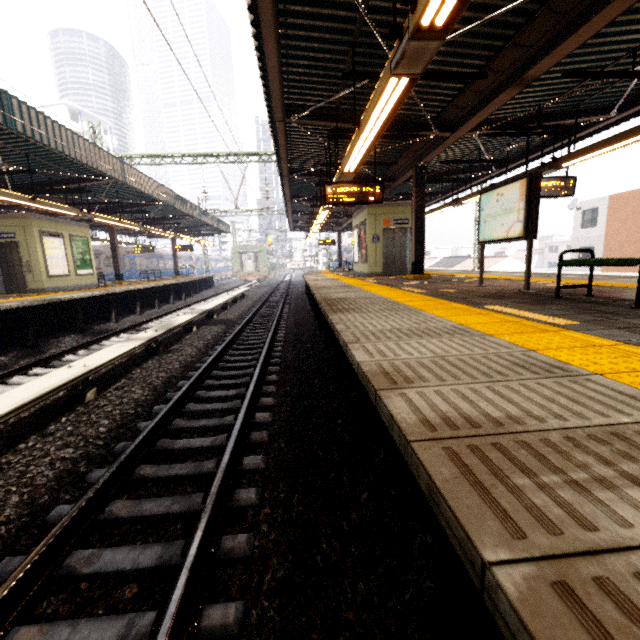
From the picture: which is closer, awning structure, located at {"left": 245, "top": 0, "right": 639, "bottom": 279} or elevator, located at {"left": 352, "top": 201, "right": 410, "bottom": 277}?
awning structure, located at {"left": 245, "top": 0, "right": 639, "bottom": 279}

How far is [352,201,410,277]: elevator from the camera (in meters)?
12.96

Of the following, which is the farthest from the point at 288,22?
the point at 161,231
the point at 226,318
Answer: the point at 161,231

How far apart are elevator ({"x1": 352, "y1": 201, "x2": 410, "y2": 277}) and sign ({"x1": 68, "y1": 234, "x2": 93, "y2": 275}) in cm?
1259

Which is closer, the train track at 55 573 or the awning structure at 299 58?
the train track at 55 573

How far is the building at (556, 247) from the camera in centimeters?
5688cm

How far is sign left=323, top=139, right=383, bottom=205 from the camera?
8.05m

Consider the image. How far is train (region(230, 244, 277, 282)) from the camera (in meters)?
36.88
